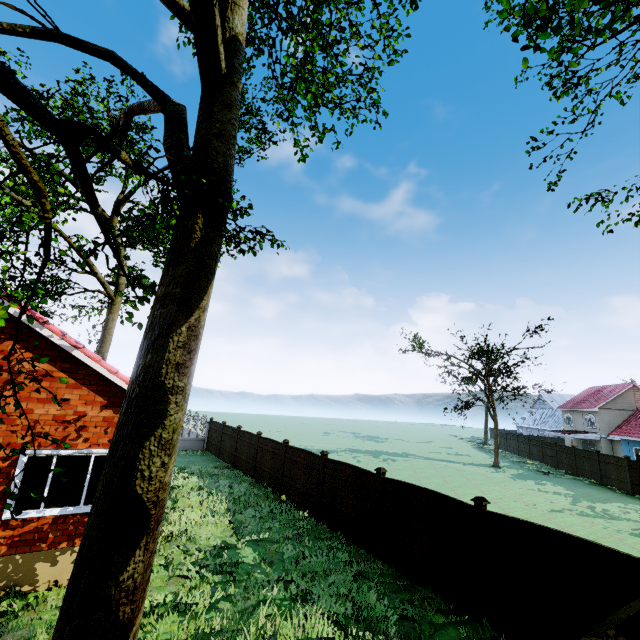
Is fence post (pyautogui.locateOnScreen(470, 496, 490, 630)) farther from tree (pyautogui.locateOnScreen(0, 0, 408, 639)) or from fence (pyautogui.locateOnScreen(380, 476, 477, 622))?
tree (pyautogui.locateOnScreen(0, 0, 408, 639))

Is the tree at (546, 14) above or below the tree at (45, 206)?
above

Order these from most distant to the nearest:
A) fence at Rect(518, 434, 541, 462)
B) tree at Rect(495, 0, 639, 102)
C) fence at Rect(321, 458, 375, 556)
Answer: fence at Rect(518, 434, 541, 462) → fence at Rect(321, 458, 375, 556) → tree at Rect(495, 0, 639, 102)

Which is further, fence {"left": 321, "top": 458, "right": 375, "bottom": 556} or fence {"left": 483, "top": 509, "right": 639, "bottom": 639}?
fence {"left": 321, "top": 458, "right": 375, "bottom": 556}

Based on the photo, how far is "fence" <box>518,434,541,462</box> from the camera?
35.3m

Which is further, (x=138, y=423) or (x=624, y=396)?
(x=624, y=396)

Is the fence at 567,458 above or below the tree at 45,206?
below

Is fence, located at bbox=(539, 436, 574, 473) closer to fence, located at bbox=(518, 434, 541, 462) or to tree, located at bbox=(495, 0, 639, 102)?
fence, located at bbox=(518, 434, 541, 462)
